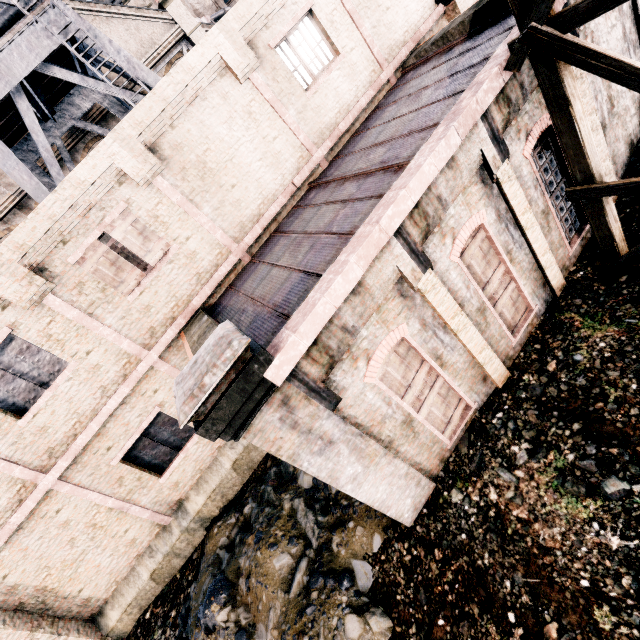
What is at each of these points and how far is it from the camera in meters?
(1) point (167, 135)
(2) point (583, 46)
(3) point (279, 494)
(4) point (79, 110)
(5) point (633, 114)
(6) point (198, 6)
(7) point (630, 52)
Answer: (1) building, 9.4
(2) wooden scaffolding, 4.8
(3) stone debris, 10.0
(4) water tower, 17.1
(5) building, 8.5
(6) cloth, 51.4
(7) building, 8.0

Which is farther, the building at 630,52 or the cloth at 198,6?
the cloth at 198,6

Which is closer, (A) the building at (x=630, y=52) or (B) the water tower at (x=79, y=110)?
(A) the building at (x=630, y=52)

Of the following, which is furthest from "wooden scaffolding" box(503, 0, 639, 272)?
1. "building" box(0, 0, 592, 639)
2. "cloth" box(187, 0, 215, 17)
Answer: "cloth" box(187, 0, 215, 17)

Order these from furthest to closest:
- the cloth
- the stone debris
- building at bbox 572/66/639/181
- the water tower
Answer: the cloth, the water tower, building at bbox 572/66/639/181, the stone debris

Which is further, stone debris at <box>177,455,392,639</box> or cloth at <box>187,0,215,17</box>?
cloth at <box>187,0,215,17</box>

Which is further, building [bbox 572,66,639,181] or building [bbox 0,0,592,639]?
building [bbox 572,66,639,181]

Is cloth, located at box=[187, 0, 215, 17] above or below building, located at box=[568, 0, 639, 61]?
above
